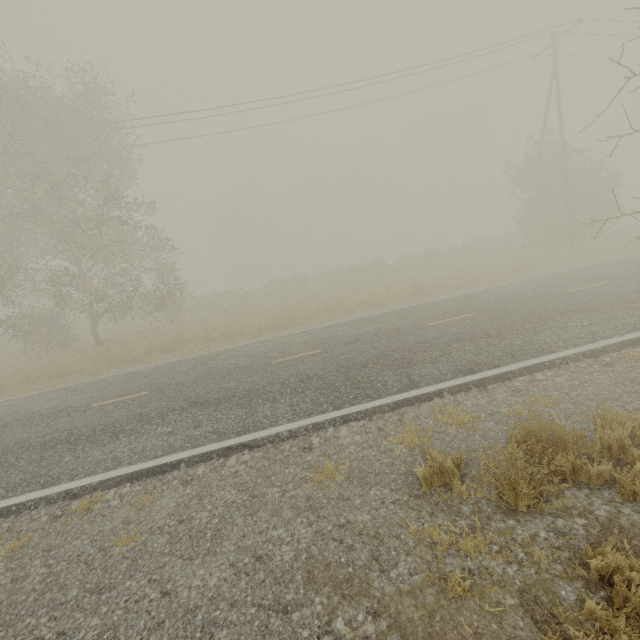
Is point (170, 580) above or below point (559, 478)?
below

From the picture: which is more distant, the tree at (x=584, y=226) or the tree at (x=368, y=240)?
the tree at (x=368, y=240)

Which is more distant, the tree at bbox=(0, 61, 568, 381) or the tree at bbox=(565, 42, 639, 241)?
the tree at bbox=(0, 61, 568, 381)
